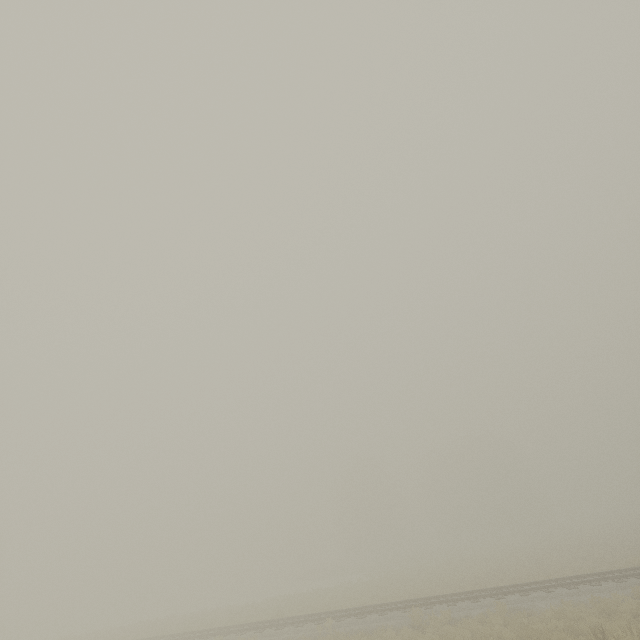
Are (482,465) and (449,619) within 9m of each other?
no
